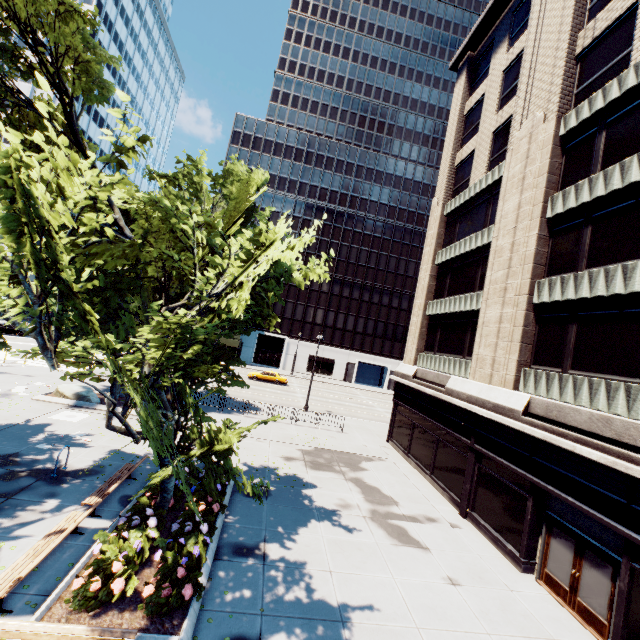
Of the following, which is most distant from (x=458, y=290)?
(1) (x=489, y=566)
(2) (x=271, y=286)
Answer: (2) (x=271, y=286)

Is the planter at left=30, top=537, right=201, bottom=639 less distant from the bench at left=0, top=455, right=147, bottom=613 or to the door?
the bench at left=0, top=455, right=147, bottom=613

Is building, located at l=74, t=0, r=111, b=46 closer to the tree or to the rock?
the tree

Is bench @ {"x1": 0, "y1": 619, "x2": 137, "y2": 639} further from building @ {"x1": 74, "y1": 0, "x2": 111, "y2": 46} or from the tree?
building @ {"x1": 74, "y1": 0, "x2": 111, "y2": 46}

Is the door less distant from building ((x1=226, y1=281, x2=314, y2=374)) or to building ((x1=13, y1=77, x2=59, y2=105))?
building ((x1=226, y1=281, x2=314, y2=374))

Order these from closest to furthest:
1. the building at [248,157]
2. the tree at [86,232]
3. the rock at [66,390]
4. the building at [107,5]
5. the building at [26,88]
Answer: the tree at [86,232]
the rock at [66,390]
the building at [26,88]
the building at [107,5]
the building at [248,157]

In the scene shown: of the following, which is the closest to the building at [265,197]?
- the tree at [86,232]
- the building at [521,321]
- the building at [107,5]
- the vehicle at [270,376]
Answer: the vehicle at [270,376]

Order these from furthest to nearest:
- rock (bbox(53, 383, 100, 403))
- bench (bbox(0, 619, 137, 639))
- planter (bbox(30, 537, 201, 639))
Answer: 1. rock (bbox(53, 383, 100, 403))
2. planter (bbox(30, 537, 201, 639))
3. bench (bbox(0, 619, 137, 639))
